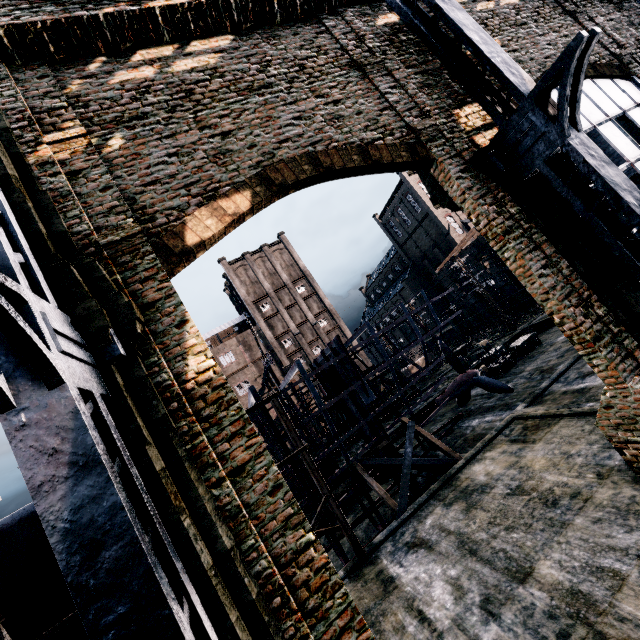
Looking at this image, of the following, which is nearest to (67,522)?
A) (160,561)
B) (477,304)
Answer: (160,561)

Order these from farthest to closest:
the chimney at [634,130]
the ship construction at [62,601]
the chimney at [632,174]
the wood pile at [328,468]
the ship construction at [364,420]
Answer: the wood pile at [328,468], the chimney at [632,174], the chimney at [634,130], the ship construction at [364,420], the ship construction at [62,601]

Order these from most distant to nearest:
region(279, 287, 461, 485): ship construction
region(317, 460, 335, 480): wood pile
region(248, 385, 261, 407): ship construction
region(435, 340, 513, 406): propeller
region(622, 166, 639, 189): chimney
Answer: region(317, 460, 335, 480): wood pile → region(435, 340, 513, 406): propeller → region(622, 166, 639, 189): chimney → region(279, 287, 461, 485): ship construction → region(248, 385, 261, 407): ship construction

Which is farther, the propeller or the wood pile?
the wood pile

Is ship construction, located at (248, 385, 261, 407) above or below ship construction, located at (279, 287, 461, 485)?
above

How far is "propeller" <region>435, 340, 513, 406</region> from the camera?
20.1 meters

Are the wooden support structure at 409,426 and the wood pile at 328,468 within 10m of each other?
yes

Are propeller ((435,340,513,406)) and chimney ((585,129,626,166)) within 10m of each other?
no
